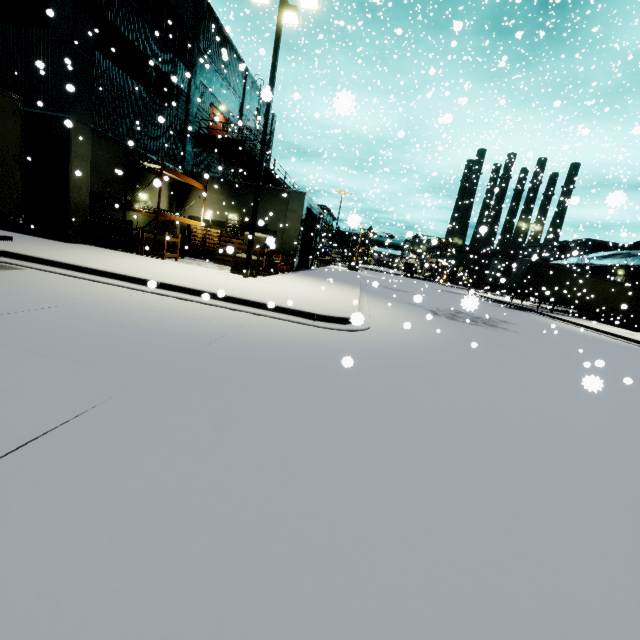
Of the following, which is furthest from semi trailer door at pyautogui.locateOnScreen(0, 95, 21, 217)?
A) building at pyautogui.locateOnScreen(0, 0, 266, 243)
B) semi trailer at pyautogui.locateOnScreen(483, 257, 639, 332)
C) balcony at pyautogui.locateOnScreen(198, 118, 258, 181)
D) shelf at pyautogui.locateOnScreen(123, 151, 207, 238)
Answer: Answer: balcony at pyautogui.locateOnScreen(198, 118, 258, 181)

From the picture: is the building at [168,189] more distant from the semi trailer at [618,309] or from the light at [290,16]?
the light at [290,16]

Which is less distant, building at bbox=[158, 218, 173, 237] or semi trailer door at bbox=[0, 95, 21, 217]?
semi trailer door at bbox=[0, 95, 21, 217]

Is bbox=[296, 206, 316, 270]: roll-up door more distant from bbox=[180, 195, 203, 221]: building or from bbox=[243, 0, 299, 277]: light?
bbox=[243, 0, 299, 277]: light

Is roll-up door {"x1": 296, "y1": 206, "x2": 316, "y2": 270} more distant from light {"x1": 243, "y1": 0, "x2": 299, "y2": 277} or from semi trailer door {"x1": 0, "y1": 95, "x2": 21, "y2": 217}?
semi trailer door {"x1": 0, "y1": 95, "x2": 21, "y2": 217}

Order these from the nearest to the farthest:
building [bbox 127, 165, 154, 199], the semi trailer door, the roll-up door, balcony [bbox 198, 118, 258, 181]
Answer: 1. the semi trailer door
2. building [bbox 127, 165, 154, 199]
3. balcony [bbox 198, 118, 258, 181]
4. the roll-up door

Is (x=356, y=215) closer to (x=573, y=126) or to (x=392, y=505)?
(x=392, y=505)

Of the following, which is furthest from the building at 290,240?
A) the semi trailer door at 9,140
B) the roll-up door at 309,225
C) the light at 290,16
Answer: the light at 290,16
